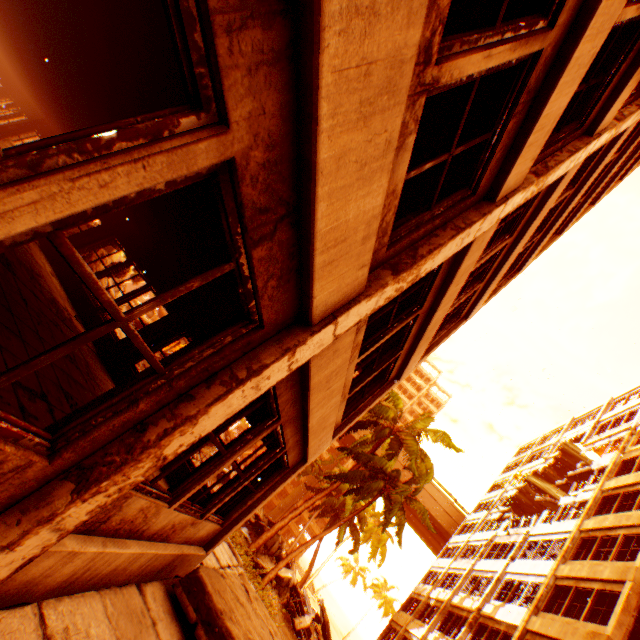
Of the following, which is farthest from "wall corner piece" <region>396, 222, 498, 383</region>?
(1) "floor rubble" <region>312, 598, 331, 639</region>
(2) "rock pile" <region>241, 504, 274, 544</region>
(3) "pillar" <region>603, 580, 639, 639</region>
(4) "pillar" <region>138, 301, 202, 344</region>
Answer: (1) "floor rubble" <region>312, 598, 331, 639</region>

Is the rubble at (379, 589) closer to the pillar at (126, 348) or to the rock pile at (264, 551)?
the rock pile at (264, 551)

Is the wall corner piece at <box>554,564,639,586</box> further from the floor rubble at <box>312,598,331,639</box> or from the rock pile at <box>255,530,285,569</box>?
the floor rubble at <box>312,598,331,639</box>

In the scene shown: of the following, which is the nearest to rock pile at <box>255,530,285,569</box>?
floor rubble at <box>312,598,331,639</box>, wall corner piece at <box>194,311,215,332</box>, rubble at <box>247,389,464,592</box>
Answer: rubble at <box>247,389,464,592</box>

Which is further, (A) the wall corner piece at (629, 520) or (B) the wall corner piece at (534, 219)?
(A) the wall corner piece at (629, 520)

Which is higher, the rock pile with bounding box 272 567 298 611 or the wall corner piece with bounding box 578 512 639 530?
the wall corner piece with bounding box 578 512 639 530

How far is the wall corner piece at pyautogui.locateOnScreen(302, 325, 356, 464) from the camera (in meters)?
3.53

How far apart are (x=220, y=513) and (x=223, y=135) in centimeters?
682cm
